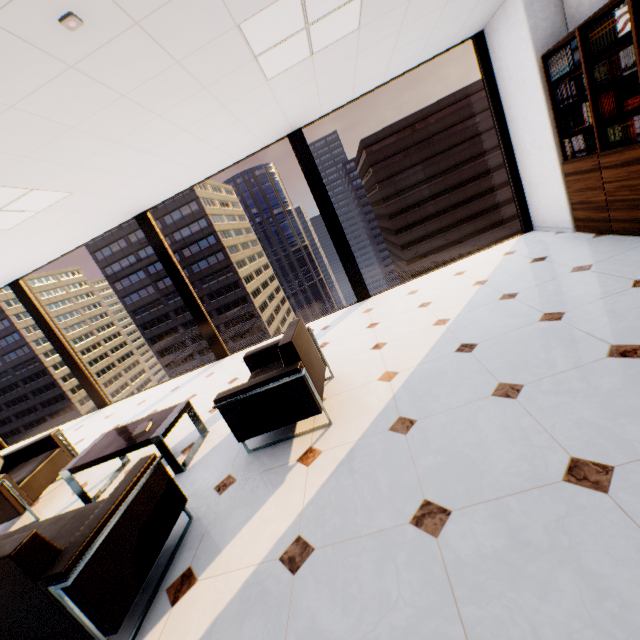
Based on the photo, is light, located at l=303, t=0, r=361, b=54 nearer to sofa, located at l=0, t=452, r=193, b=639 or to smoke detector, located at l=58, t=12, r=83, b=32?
smoke detector, located at l=58, t=12, r=83, b=32

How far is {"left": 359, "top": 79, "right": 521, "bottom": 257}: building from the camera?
53.27m

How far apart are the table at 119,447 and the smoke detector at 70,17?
2.9 meters

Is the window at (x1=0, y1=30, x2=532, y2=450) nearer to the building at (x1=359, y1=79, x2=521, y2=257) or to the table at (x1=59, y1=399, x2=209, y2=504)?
the table at (x1=59, y1=399, x2=209, y2=504)

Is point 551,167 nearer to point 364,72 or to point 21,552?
point 364,72

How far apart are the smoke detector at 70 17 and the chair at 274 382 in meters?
2.2 m

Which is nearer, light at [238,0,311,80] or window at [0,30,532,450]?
light at [238,0,311,80]

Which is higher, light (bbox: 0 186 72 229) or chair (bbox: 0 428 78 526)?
light (bbox: 0 186 72 229)
